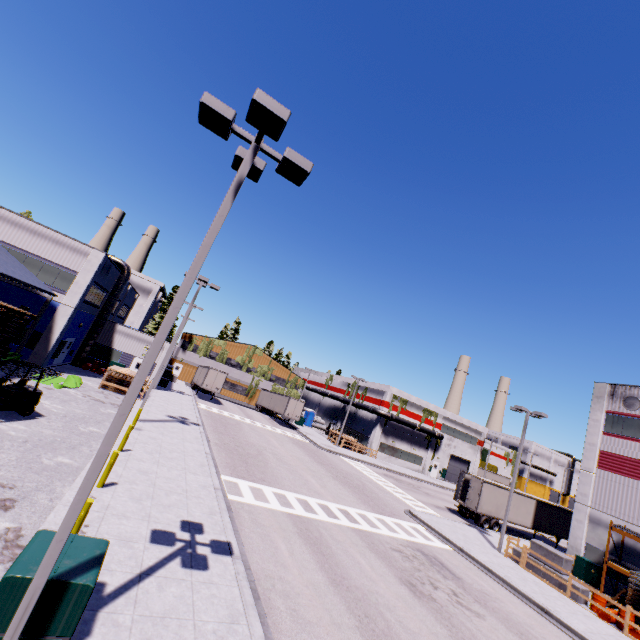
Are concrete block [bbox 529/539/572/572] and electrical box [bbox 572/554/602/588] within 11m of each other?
yes

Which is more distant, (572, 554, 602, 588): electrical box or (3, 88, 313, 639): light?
(572, 554, 602, 588): electrical box

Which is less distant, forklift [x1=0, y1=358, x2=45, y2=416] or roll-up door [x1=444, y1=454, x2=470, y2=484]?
forklift [x1=0, y1=358, x2=45, y2=416]

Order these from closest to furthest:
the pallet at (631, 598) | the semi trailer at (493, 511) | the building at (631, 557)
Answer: the pallet at (631, 598) → the building at (631, 557) → the semi trailer at (493, 511)

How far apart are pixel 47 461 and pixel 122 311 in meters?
38.3 m

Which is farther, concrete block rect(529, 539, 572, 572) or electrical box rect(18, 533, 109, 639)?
concrete block rect(529, 539, 572, 572)

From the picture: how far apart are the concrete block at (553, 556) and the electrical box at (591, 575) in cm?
567

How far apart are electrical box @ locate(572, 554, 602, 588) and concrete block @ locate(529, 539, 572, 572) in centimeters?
567cm
